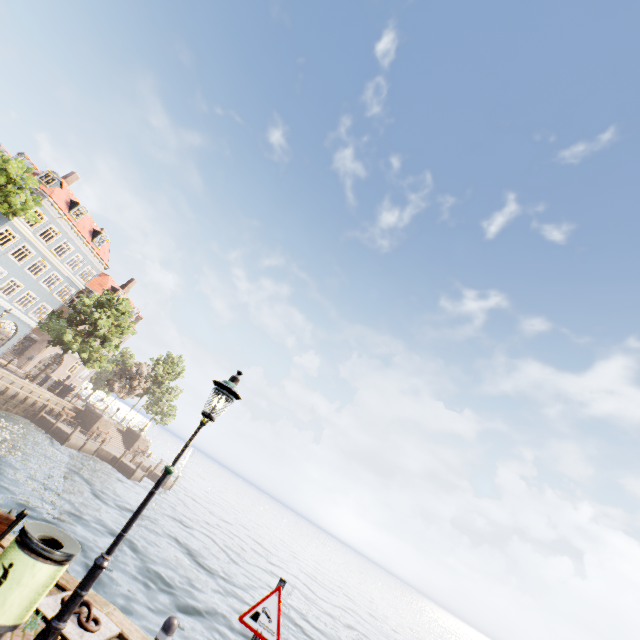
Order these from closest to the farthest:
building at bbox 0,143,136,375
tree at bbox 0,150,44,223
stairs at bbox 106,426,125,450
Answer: tree at bbox 0,150,44,223, building at bbox 0,143,136,375, stairs at bbox 106,426,125,450

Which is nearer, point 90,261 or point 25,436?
point 25,436

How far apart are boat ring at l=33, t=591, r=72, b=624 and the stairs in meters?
35.7 m

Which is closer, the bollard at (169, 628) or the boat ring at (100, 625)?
the bollard at (169, 628)

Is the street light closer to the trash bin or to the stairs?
the trash bin

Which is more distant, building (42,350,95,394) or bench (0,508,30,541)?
building (42,350,95,394)

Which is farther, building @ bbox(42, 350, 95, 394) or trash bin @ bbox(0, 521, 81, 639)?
building @ bbox(42, 350, 95, 394)

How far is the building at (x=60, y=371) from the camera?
37.8m
